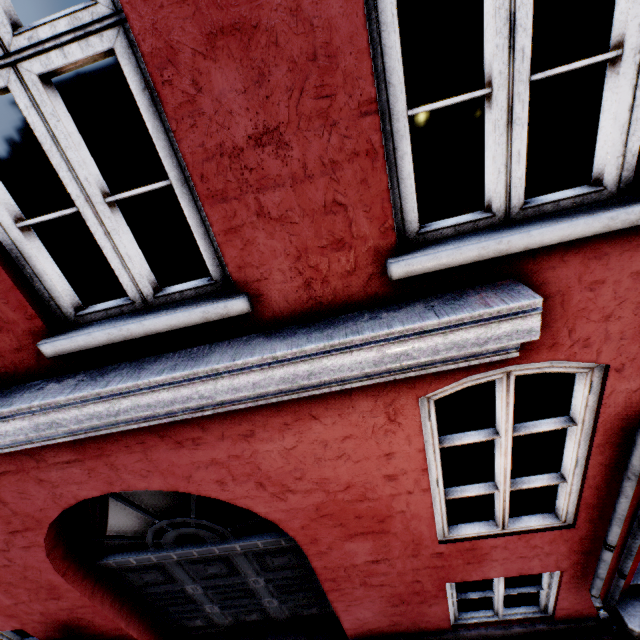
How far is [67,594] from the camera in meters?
3.4 m
